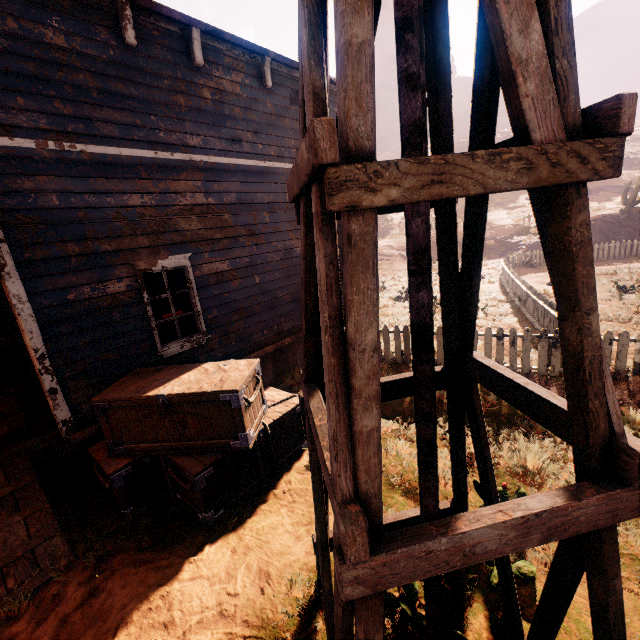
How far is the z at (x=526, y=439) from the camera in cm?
427

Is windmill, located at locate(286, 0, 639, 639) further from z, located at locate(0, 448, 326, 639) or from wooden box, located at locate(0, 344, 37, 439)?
wooden box, located at locate(0, 344, 37, 439)

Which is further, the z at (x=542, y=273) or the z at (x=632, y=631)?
the z at (x=542, y=273)

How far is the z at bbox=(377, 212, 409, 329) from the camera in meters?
12.2

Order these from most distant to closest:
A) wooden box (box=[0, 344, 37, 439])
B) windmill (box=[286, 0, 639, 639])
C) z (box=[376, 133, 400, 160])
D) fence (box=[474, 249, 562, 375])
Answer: z (box=[376, 133, 400, 160])
fence (box=[474, 249, 562, 375])
wooden box (box=[0, 344, 37, 439])
windmill (box=[286, 0, 639, 639])

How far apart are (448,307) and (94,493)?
5.7 meters

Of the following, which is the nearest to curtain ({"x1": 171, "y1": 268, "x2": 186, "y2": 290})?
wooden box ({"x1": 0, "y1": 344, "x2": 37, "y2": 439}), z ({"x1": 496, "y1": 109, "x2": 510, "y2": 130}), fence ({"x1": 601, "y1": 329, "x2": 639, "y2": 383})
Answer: z ({"x1": 496, "y1": 109, "x2": 510, "y2": 130})

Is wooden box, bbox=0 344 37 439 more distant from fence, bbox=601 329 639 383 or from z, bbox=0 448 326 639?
fence, bbox=601 329 639 383
